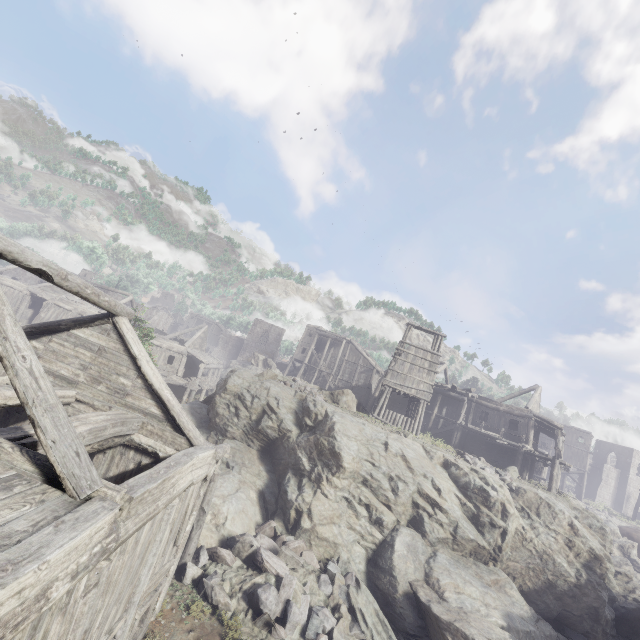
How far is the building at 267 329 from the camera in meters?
59.0 m

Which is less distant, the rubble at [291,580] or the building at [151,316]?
the rubble at [291,580]

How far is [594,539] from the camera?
19.2 meters

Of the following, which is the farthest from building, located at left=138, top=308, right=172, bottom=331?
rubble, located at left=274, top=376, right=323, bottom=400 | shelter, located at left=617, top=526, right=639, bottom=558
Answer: rubble, located at left=274, top=376, right=323, bottom=400

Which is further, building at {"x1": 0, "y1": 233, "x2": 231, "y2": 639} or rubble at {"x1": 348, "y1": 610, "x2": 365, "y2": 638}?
rubble at {"x1": 348, "y1": 610, "x2": 365, "y2": 638}

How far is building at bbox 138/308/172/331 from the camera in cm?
5322

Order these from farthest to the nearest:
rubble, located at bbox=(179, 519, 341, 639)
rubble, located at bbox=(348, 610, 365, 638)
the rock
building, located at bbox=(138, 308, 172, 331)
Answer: building, located at bbox=(138, 308, 172, 331) → the rock → rubble, located at bbox=(348, 610, 365, 638) → rubble, located at bbox=(179, 519, 341, 639)

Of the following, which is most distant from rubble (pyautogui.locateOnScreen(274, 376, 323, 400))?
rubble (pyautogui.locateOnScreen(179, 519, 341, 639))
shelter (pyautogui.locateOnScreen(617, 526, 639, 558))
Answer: shelter (pyautogui.locateOnScreen(617, 526, 639, 558))
